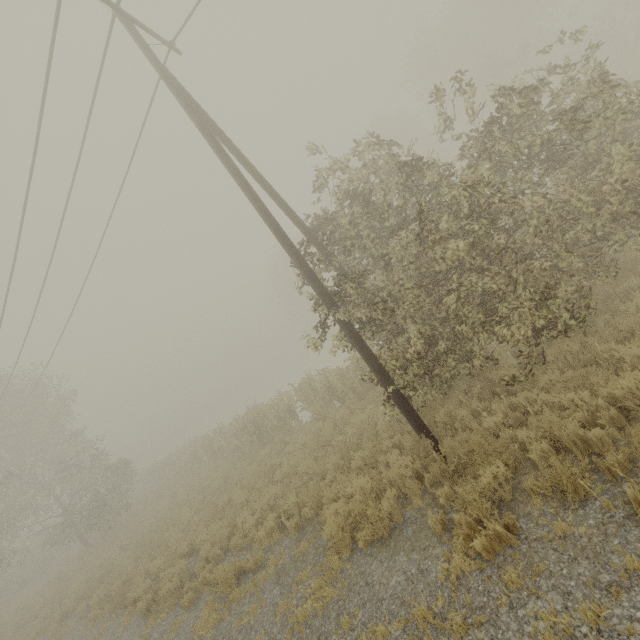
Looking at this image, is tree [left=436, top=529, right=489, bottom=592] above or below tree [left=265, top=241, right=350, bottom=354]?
below

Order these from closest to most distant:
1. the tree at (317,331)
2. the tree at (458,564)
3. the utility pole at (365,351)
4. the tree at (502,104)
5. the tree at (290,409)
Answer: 1. the tree at (458,564)
2. the tree at (502,104)
3. the utility pole at (365,351)
4. the tree at (317,331)
5. the tree at (290,409)

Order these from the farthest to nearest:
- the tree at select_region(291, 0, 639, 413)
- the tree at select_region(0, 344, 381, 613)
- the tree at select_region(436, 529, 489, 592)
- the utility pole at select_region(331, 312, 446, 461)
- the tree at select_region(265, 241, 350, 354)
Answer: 1. the tree at select_region(0, 344, 381, 613)
2. the tree at select_region(265, 241, 350, 354)
3. the utility pole at select_region(331, 312, 446, 461)
4. the tree at select_region(291, 0, 639, 413)
5. the tree at select_region(436, 529, 489, 592)

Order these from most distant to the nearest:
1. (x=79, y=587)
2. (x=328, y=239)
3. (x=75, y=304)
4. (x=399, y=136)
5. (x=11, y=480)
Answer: (x=399, y=136) → (x=11, y=480) → (x=79, y=587) → (x=75, y=304) → (x=328, y=239)

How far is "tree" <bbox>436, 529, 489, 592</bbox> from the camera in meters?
4.2

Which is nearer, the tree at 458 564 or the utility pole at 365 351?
the tree at 458 564

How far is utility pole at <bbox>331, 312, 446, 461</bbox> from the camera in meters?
6.8 m

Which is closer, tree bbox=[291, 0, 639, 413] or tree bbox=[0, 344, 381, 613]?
tree bbox=[291, 0, 639, 413]
